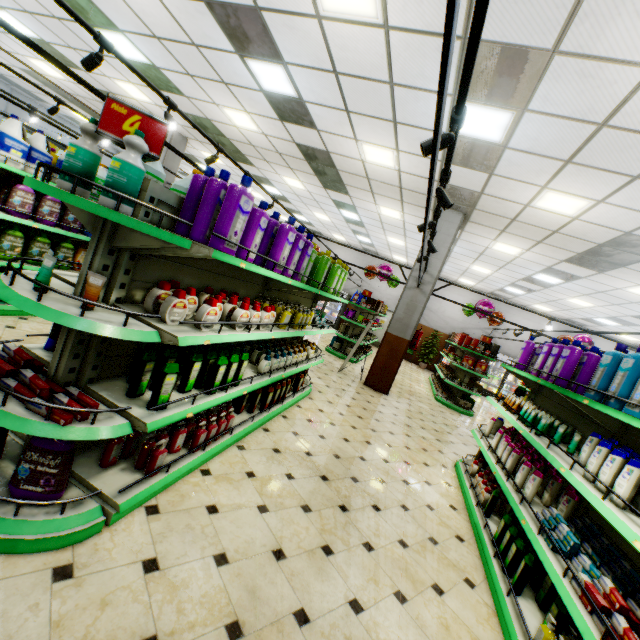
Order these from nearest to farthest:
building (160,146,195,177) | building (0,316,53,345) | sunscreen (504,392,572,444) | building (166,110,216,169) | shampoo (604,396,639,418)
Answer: shampoo (604,396,639,418)
sunscreen (504,392,572,444)
building (0,316,53,345)
building (166,110,216,169)
building (160,146,195,177)

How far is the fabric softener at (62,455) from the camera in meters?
1.8 m

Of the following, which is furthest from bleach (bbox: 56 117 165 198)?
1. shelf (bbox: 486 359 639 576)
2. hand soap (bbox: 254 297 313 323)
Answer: shelf (bbox: 486 359 639 576)

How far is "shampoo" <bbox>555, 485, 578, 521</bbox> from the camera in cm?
290

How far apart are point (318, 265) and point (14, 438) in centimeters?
338cm

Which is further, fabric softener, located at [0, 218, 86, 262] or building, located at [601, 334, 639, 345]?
building, located at [601, 334, 639, 345]

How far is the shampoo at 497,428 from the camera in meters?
3.2

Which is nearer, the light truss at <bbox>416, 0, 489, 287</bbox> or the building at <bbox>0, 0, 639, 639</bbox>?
the light truss at <bbox>416, 0, 489, 287</bbox>
